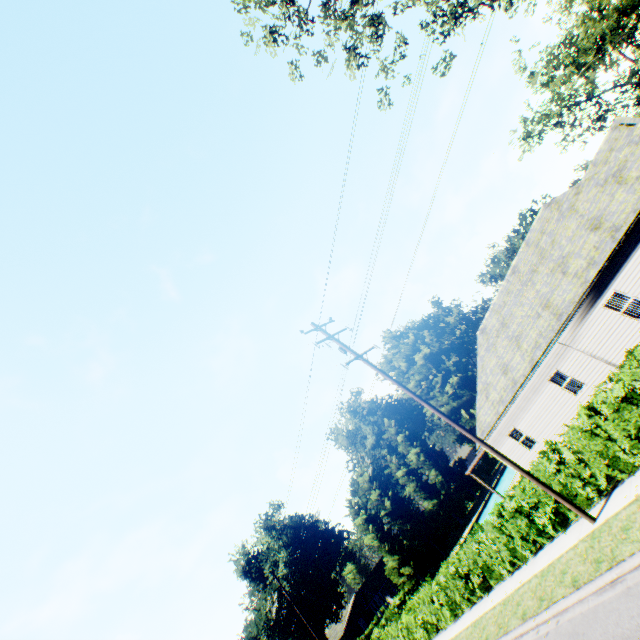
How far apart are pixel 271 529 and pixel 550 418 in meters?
44.4 m

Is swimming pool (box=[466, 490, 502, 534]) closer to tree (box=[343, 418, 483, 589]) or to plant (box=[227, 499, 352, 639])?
plant (box=[227, 499, 352, 639])

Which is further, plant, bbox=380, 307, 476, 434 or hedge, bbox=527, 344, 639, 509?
plant, bbox=380, 307, 476, 434

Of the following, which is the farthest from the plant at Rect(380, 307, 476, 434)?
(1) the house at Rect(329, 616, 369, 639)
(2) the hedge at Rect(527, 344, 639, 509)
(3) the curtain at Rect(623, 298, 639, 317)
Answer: (3) the curtain at Rect(623, 298, 639, 317)

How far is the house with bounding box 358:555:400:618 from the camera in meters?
44.1

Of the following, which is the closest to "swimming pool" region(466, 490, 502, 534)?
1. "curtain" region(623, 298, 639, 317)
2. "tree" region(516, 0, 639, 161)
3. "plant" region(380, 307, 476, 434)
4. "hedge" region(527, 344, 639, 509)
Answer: "plant" region(380, 307, 476, 434)

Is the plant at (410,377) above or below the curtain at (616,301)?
above

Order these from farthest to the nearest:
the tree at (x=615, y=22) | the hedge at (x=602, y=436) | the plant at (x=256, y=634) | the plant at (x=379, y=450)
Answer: the plant at (x=379, y=450) < the plant at (x=256, y=634) < the tree at (x=615, y=22) < the hedge at (x=602, y=436)
